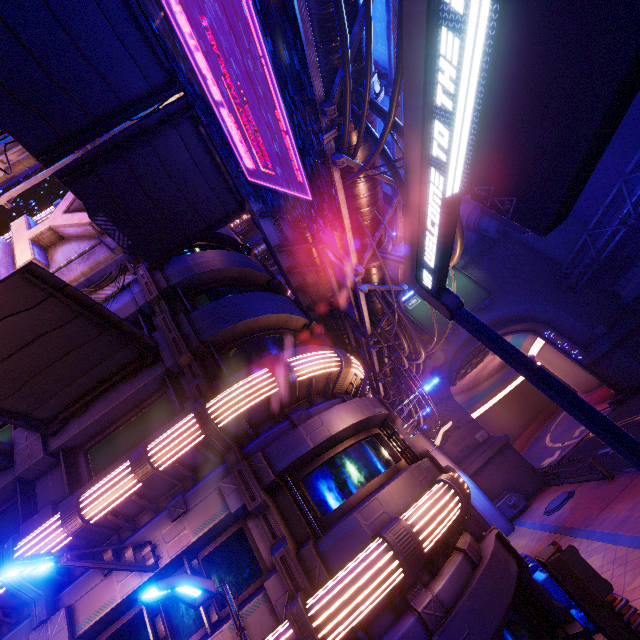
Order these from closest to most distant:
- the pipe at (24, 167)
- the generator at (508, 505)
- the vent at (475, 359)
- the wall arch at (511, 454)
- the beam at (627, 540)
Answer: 1. the beam at (627, 540)
2. the pipe at (24, 167)
3. the generator at (508, 505)
4. the wall arch at (511, 454)
5. the vent at (475, 359)

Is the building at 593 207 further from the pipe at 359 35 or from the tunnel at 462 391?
the pipe at 359 35

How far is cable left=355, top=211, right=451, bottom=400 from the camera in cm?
960

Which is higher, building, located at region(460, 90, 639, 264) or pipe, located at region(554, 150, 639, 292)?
building, located at region(460, 90, 639, 264)

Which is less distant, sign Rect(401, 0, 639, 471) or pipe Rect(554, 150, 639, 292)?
sign Rect(401, 0, 639, 471)

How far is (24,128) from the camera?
7.6m

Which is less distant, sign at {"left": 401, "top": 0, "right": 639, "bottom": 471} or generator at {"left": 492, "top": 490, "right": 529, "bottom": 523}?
sign at {"left": 401, "top": 0, "right": 639, "bottom": 471}

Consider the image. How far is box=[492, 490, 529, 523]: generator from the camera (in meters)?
21.56
